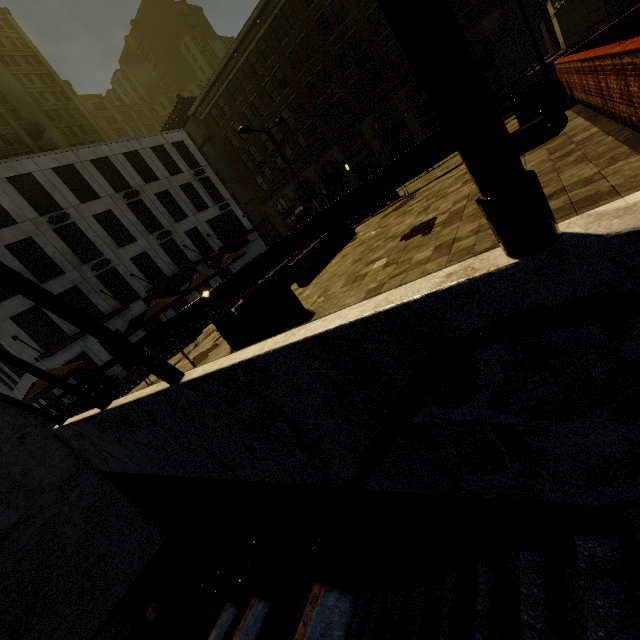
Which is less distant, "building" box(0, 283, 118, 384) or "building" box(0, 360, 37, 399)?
"building" box(0, 283, 118, 384)

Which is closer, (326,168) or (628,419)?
(628,419)

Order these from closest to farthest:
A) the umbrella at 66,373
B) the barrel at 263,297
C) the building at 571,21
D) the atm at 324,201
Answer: the barrel at 263,297 → the umbrella at 66,373 → the building at 571,21 → the atm at 324,201

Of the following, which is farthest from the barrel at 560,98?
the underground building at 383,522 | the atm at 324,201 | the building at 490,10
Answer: the atm at 324,201

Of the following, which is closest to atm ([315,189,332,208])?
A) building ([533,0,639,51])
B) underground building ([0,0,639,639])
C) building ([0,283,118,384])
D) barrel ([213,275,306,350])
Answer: building ([0,283,118,384])

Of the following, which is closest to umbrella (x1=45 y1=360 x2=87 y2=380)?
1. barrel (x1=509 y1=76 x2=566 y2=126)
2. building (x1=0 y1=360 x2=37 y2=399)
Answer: barrel (x1=509 y1=76 x2=566 y2=126)

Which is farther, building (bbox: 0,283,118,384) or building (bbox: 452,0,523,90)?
building (bbox: 452,0,523,90)

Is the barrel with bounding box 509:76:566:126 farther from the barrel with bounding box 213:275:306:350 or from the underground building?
the underground building
